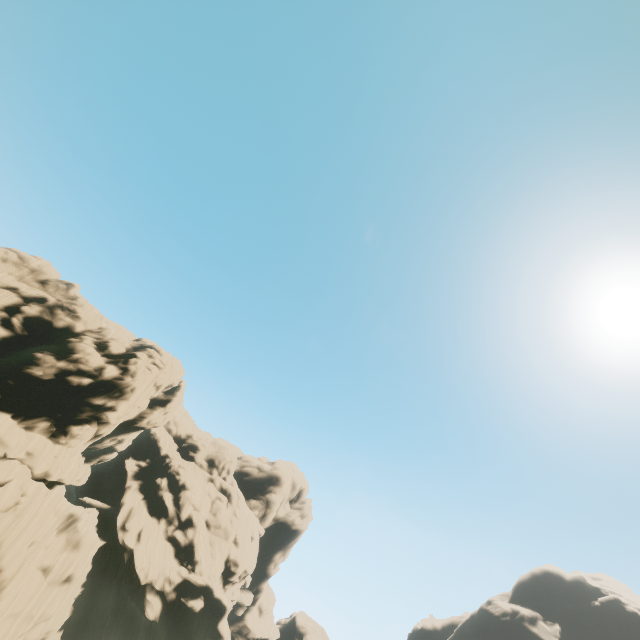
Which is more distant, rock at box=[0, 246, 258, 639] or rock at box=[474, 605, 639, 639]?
rock at box=[474, 605, 639, 639]

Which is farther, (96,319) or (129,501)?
(96,319)

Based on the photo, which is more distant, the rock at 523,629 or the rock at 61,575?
the rock at 523,629
